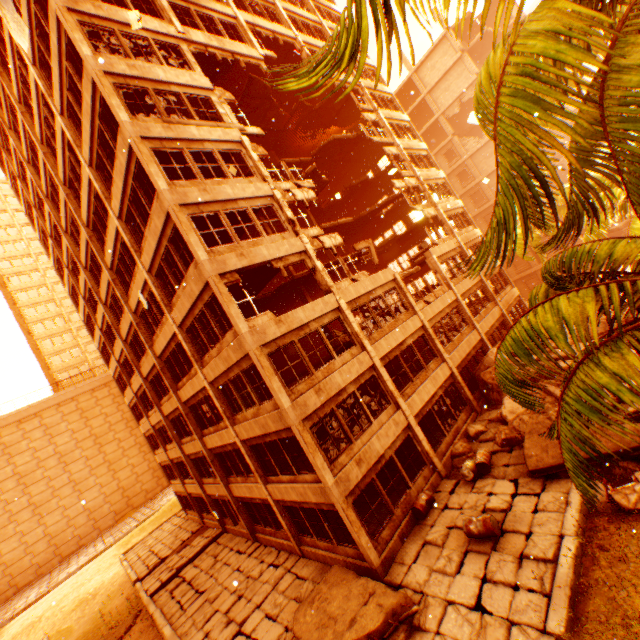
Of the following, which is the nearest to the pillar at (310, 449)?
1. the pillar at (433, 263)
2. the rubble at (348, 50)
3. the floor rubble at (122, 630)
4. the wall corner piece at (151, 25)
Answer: the wall corner piece at (151, 25)

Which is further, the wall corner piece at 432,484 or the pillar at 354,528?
the wall corner piece at 432,484

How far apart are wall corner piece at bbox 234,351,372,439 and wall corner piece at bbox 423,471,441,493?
5.30m

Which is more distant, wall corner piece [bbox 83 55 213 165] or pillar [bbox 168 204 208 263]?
wall corner piece [bbox 83 55 213 165]

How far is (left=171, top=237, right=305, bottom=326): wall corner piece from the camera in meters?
11.6 m

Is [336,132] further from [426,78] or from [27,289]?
[27,289]

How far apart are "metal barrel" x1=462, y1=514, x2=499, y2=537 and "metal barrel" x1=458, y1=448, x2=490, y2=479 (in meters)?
2.44
